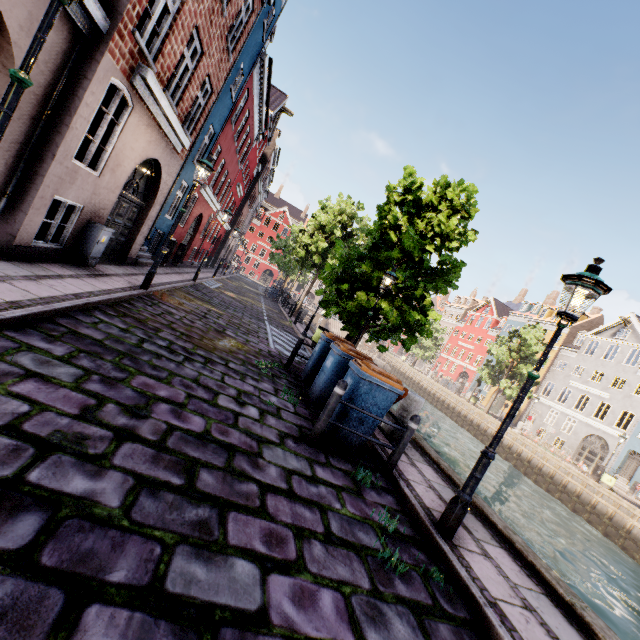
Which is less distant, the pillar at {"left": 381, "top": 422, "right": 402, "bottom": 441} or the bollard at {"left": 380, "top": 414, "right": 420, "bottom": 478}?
the bollard at {"left": 380, "top": 414, "right": 420, "bottom": 478}

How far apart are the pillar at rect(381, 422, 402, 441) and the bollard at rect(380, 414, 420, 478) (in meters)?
1.71

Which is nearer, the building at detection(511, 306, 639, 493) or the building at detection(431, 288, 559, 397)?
the building at detection(511, 306, 639, 493)

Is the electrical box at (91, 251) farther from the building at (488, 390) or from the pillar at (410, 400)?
the pillar at (410, 400)

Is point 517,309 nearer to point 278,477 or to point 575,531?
point 575,531

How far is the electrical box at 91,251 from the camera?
7.55m

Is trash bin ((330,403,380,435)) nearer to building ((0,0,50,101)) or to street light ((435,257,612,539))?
street light ((435,257,612,539))

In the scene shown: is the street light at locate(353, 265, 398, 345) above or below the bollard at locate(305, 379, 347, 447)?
above
